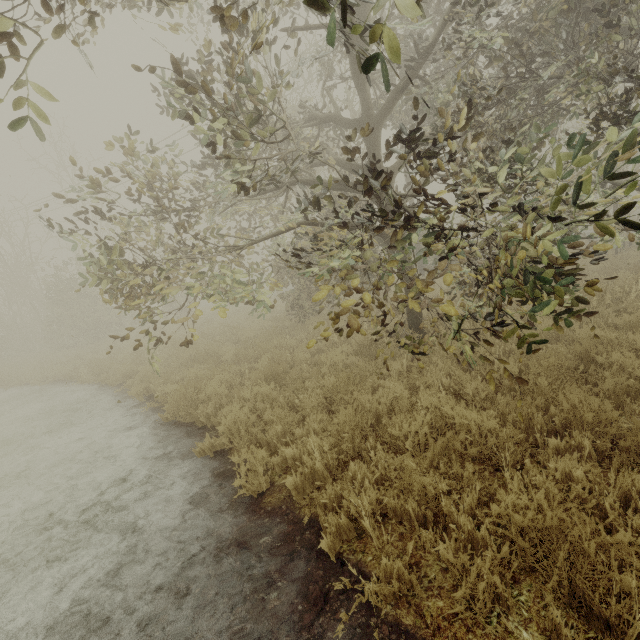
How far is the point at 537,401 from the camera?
3.9 meters

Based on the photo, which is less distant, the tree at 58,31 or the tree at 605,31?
the tree at 58,31

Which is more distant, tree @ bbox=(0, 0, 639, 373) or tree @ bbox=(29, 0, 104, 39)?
tree @ bbox=(0, 0, 639, 373)
